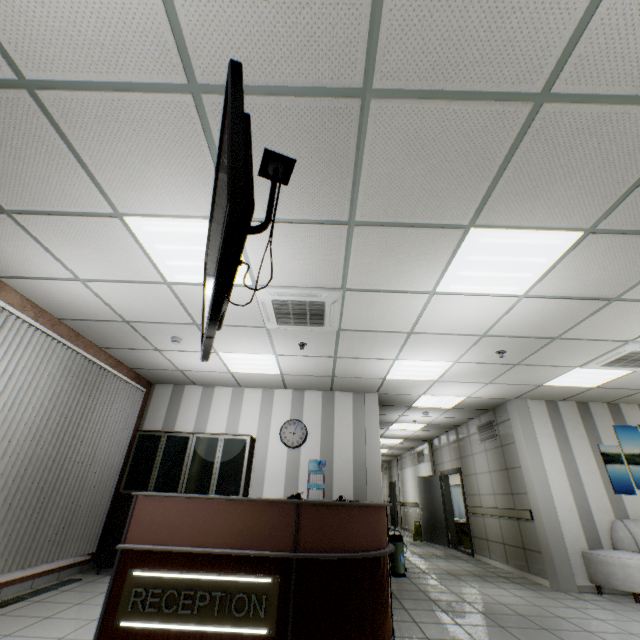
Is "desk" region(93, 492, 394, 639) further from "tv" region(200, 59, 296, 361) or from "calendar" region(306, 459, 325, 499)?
"tv" region(200, 59, 296, 361)

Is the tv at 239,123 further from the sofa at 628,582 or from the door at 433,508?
the door at 433,508

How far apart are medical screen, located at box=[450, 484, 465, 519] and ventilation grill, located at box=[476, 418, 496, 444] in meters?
5.7 m

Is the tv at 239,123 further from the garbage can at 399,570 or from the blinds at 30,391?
the garbage can at 399,570

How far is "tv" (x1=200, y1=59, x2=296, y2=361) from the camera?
1.11m

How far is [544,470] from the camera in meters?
6.3

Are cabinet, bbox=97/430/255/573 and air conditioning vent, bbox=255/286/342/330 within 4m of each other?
yes

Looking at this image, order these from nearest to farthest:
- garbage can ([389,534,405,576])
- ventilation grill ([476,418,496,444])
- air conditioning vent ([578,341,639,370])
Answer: air conditioning vent ([578,341,639,370])
garbage can ([389,534,405,576])
ventilation grill ([476,418,496,444])
